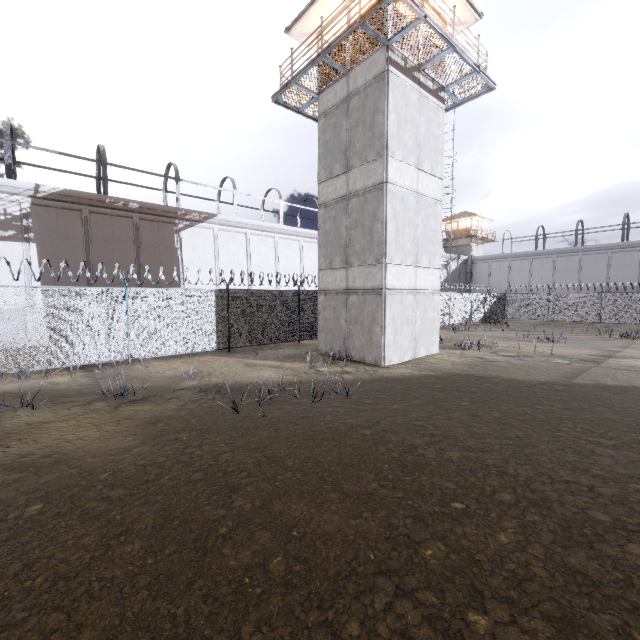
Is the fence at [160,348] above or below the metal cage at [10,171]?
below

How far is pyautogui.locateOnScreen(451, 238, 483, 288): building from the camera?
46.2 meters

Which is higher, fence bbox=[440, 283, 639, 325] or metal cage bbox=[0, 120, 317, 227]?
metal cage bbox=[0, 120, 317, 227]

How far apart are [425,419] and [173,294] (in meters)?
10.78

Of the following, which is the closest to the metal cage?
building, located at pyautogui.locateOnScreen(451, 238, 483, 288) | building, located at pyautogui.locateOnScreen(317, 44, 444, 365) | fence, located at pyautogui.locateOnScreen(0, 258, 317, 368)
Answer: building, located at pyautogui.locateOnScreen(451, 238, 483, 288)

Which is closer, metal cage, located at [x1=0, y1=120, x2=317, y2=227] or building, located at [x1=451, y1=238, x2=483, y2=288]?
metal cage, located at [x1=0, y1=120, x2=317, y2=227]

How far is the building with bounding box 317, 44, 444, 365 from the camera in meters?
12.2 m

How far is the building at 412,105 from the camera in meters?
12.2 m
